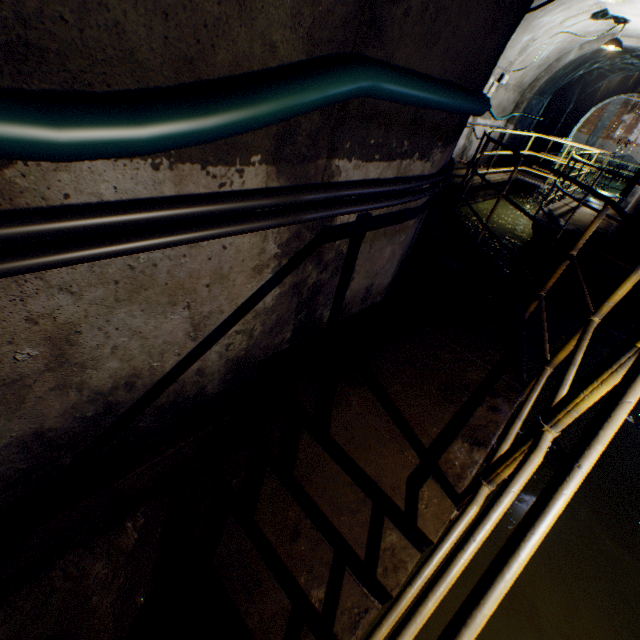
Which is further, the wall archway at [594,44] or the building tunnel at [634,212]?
the wall archway at [594,44]

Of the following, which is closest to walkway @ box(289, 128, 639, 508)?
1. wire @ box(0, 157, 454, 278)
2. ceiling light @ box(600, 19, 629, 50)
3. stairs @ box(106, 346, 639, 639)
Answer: stairs @ box(106, 346, 639, 639)

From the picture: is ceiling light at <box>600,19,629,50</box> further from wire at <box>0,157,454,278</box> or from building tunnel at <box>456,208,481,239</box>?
wire at <box>0,157,454,278</box>

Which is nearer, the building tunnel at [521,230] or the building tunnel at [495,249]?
the building tunnel at [495,249]

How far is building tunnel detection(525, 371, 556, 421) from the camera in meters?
3.7 m

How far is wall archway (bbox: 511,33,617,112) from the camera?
9.0m

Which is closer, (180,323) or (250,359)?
(180,323)

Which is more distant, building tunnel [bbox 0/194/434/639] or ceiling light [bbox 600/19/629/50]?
ceiling light [bbox 600/19/629/50]
